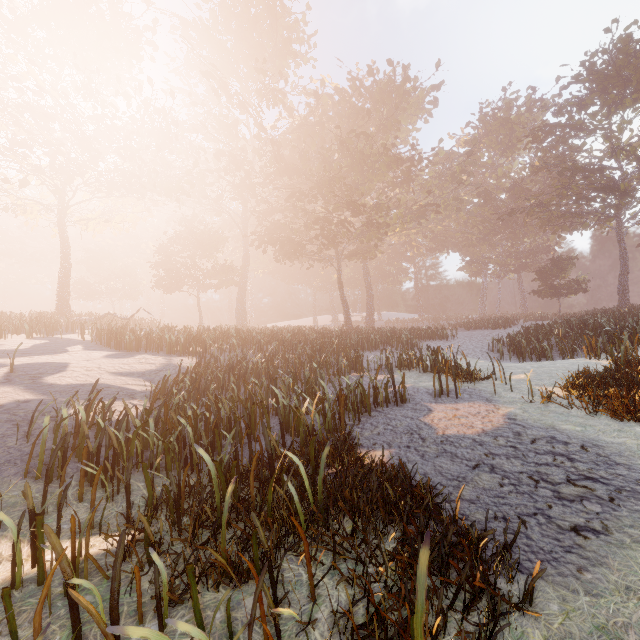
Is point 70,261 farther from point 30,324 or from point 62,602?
point 62,602
